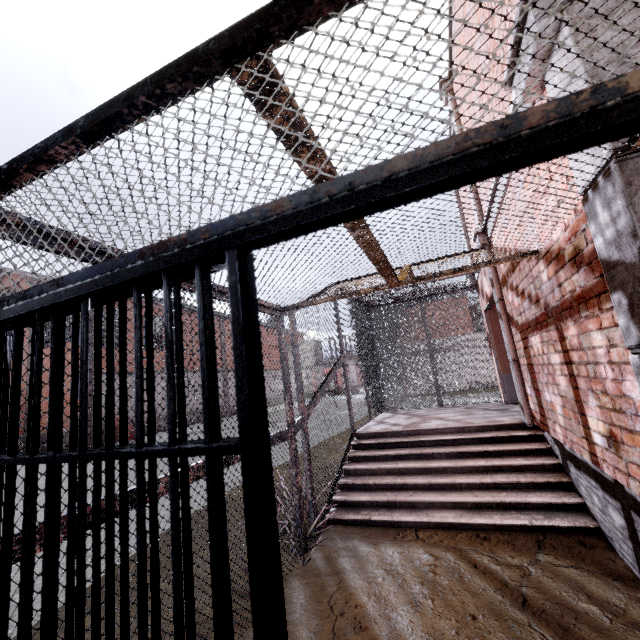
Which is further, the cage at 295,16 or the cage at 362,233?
the cage at 362,233

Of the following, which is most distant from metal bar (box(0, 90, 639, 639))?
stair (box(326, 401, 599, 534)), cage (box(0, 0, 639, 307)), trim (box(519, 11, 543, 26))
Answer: stair (box(326, 401, 599, 534))

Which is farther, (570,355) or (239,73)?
(570,355)

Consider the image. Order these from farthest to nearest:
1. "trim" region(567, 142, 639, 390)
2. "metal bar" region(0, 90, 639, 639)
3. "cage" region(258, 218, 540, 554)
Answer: "cage" region(258, 218, 540, 554) → "trim" region(567, 142, 639, 390) → "metal bar" region(0, 90, 639, 639)

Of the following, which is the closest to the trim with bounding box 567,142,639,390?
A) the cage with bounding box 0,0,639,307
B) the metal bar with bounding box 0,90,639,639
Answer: the cage with bounding box 0,0,639,307

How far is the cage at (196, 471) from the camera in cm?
235

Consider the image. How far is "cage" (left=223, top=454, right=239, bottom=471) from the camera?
2.7m

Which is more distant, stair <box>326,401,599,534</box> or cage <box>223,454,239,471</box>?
stair <box>326,401,599,534</box>
